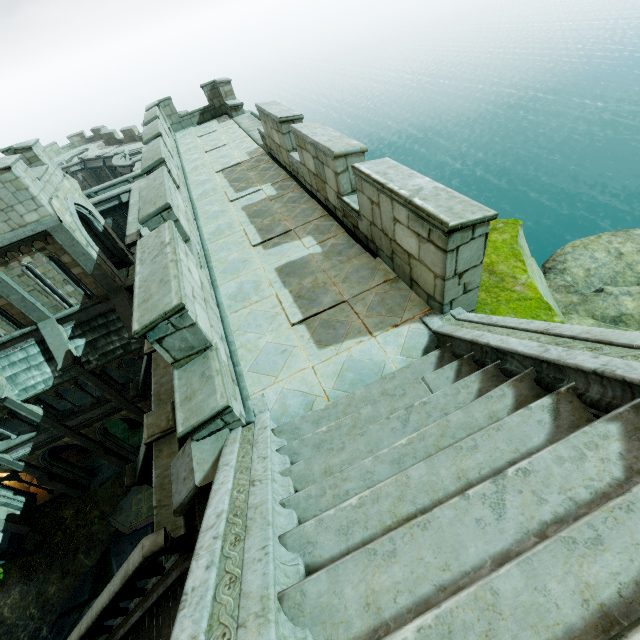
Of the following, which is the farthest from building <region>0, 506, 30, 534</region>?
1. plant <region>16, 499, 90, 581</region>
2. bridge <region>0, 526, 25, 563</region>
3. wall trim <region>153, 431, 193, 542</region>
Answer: wall trim <region>153, 431, 193, 542</region>

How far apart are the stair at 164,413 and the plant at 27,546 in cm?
1636

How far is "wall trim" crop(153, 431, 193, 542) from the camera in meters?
7.1

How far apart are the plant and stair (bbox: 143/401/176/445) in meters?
16.4

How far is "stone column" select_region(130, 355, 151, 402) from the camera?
11.6 meters

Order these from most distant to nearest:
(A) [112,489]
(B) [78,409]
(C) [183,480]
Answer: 1. (A) [112,489]
2. (B) [78,409]
3. (C) [183,480]

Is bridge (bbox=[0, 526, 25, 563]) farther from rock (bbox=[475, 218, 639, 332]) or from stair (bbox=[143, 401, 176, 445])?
stair (bbox=[143, 401, 176, 445])

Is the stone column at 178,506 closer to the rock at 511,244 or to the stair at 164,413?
the stair at 164,413
